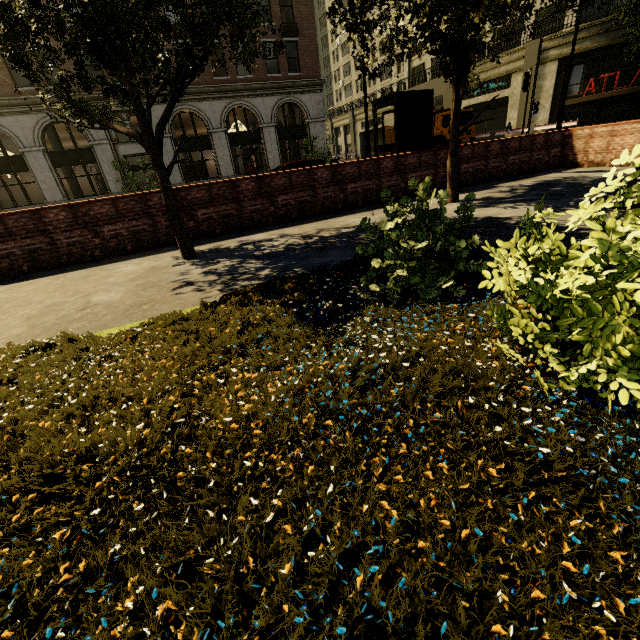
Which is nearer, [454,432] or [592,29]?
[454,432]

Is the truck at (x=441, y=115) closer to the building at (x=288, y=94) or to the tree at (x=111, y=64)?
the building at (x=288, y=94)

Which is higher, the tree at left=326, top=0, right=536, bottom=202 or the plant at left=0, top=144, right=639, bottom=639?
the tree at left=326, top=0, right=536, bottom=202

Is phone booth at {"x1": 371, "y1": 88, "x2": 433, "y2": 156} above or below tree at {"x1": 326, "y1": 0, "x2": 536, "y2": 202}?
below

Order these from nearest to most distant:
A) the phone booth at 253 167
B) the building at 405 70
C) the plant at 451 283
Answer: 1. the plant at 451 283
2. the phone booth at 253 167
3. the building at 405 70

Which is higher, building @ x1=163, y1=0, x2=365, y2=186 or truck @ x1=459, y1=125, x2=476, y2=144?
building @ x1=163, y1=0, x2=365, y2=186

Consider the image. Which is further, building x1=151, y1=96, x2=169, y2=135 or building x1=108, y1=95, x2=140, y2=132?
building x1=151, y1=96, x2=169, y2=135

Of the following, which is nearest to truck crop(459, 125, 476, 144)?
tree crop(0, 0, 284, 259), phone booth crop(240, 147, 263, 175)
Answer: tree crop(0, 0, 284, 259)
